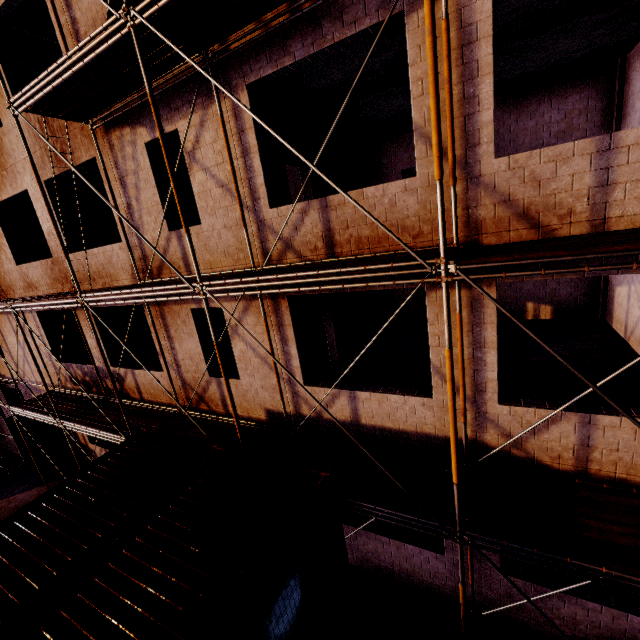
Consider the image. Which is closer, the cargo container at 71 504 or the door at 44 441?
the cargo container at 71 504

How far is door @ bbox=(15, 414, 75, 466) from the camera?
14.14m

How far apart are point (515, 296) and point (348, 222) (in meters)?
9.27

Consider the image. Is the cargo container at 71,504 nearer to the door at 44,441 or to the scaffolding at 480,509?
the scaffolding at 480,509

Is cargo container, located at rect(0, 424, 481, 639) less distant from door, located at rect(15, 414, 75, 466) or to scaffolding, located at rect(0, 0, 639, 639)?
scaffolding, located at rect(0, 0, 639, 639)

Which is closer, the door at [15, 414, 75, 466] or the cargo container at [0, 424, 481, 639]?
the cargo container at [0, 424, 481, 639]

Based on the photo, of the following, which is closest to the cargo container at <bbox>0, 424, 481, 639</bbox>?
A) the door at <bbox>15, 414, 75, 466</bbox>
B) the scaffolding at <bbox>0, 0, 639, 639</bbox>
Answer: the scaffolding at <bbox>0, 0, 639, 639</bbox>

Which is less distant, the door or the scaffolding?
the scaffolding
